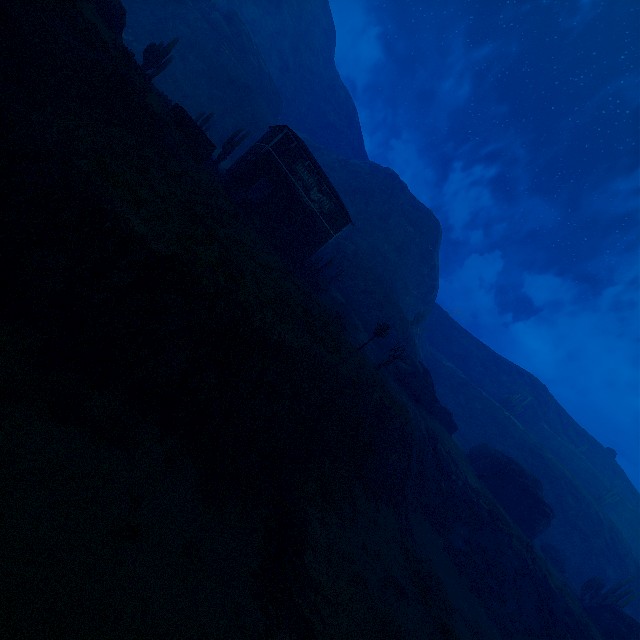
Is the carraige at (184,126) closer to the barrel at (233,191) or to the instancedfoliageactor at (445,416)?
the barrel at (233,191)

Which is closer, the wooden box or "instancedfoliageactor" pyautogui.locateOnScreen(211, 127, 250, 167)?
the wooden box

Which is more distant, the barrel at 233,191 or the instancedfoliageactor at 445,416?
the instancedfoliageactor at 445,416

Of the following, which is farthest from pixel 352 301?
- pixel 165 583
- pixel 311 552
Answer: pixel 165 583

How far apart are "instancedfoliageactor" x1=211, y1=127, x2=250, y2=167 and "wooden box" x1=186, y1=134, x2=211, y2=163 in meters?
9.4 m

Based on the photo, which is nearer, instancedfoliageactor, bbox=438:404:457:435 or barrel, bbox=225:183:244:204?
barrel, bbox=225:183:244:204

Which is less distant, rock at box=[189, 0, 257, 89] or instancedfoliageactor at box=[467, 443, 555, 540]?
instancedfoliageactor at box=[467, 443, 555, 540]

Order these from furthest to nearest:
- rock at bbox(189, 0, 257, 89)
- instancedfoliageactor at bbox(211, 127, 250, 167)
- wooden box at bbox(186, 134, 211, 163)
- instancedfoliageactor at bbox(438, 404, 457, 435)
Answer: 1. rock at bbox(189, 0, 257, 89)
2. instancedfoliageactor at bbox(438, 404, 457, 435)
3. instancedfoliageactor at bbox(211, 127, 250, 167)
4. wooden box at bbox(186, 134, 211, 163)
